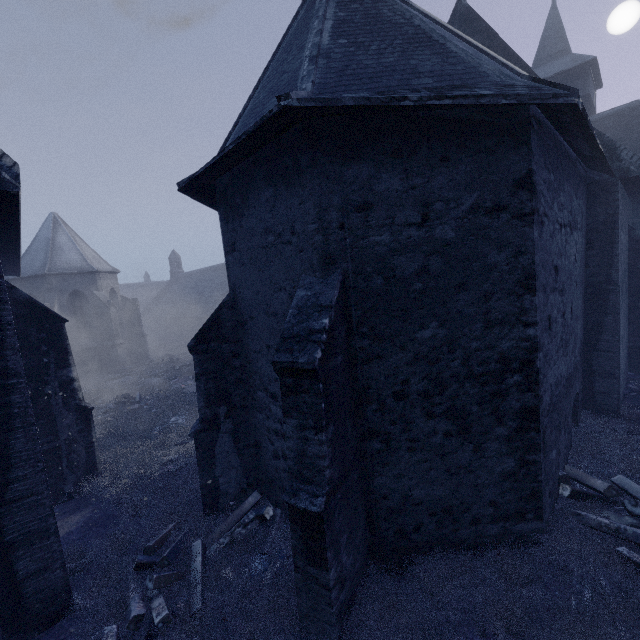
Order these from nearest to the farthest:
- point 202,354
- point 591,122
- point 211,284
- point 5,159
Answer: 1. point 5,159
2. point 202,354
3. point 591,122
4. point 211,284

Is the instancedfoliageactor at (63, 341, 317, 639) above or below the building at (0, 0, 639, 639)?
below

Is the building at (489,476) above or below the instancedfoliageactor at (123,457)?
above
